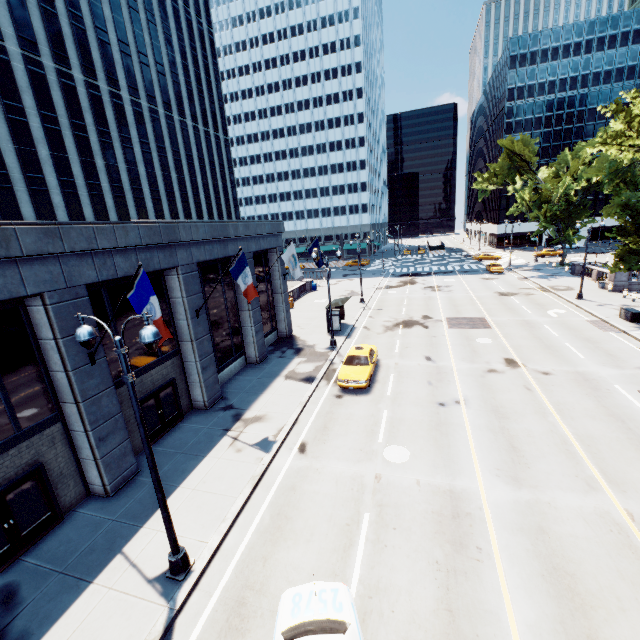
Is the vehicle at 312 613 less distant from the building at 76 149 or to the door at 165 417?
the building at 76 149

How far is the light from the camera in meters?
6.8

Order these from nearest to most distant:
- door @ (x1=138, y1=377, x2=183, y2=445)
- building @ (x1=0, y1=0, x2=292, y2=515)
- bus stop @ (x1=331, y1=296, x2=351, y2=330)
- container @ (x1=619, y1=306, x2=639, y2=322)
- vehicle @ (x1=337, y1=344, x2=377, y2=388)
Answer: building @ (x1=0, y1=0, x2=292, y2=515)
door @ (x1=138, y1=377, x2=183, y2=445)
vehicle @ (x1=337, y1=344, x2=377, y2=388)
container @ (x1=619, y1=306, x2=639, y2=322)
bus stop @ (x1=331, y1=296, x2=351, y2=330)

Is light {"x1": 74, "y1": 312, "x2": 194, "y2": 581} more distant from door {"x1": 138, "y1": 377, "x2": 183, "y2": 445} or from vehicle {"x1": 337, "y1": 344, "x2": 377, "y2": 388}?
vehicle {"x1": 337, "y1": 344, "x2": 377, "y2": 388}

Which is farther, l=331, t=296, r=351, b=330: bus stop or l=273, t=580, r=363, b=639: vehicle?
l=331, t=296, r=351, b=330: bus stop

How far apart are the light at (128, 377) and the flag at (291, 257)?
14.10m

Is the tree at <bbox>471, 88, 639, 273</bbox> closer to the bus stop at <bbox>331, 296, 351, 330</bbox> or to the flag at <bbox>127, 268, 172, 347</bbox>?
the bus stop at <bbox>331, 296, 351, 330</bbox>

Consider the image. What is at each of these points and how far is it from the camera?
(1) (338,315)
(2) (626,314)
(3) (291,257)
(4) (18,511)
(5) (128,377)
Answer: (1) bus stop, 27.69m
(2) container, 24.94m
(3) flag, 20.84m
(4) door, 9.93m
(5) light, 7.36m
